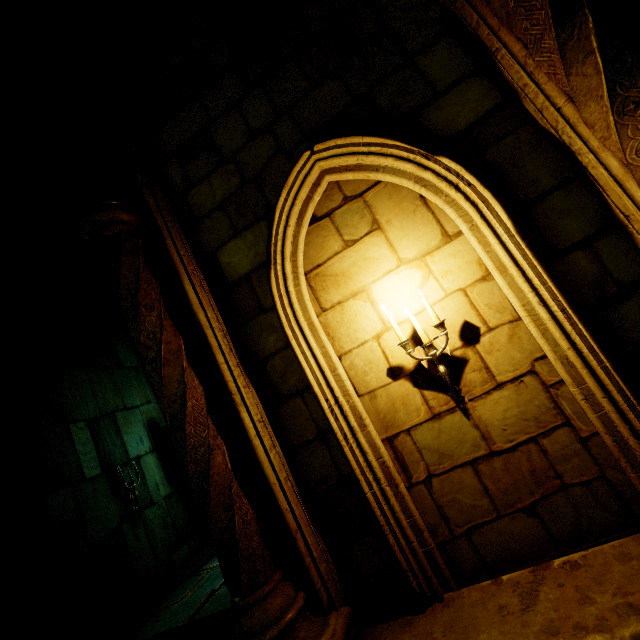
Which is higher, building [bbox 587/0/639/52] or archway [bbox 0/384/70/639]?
building [bbox 587/0/639/52]

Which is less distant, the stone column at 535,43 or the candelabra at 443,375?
the stone column at 535,43

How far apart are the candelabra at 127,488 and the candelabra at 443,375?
6.4m

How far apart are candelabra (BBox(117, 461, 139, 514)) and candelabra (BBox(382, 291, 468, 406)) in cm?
644

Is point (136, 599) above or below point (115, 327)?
below

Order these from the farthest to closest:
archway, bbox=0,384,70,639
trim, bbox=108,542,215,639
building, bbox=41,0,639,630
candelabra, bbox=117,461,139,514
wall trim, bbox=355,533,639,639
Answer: candelabra, bbox=117,461,139,514 < trim, bbox=108,542,215,639 < archway, bbox=0,384,70,639 < building, bbox=41,0,639,630 < wall trim, bbox=355,533,639,639

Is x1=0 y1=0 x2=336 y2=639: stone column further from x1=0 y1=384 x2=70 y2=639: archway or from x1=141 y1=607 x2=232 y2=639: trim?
x1=141 y1=607 x2=232 y2=639: trim

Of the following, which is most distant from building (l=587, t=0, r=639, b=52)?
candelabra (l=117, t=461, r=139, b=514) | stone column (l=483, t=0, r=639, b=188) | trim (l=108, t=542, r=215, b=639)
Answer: candelabra (l=117, t=461, r=139, b=514)
